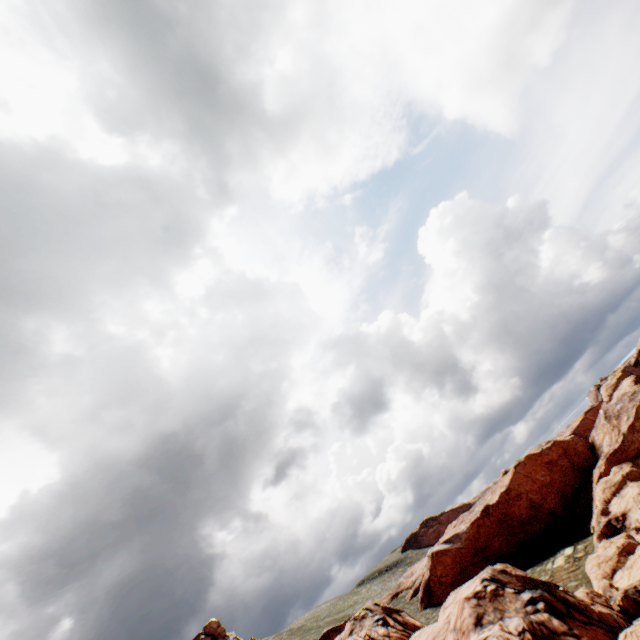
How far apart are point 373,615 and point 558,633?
28.5m
